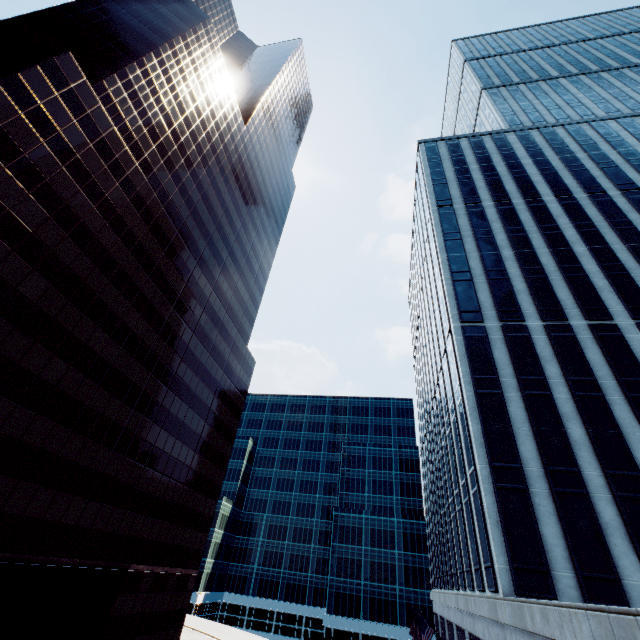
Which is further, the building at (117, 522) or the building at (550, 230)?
the building at (117, 522)

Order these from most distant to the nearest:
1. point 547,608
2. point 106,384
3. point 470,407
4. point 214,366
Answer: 1. point 214,366
2. point 106,384
3. point 470,407
4. point 547,608

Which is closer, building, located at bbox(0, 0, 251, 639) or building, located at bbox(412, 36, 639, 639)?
building, located at bbox(412, 36, 639, 639)
